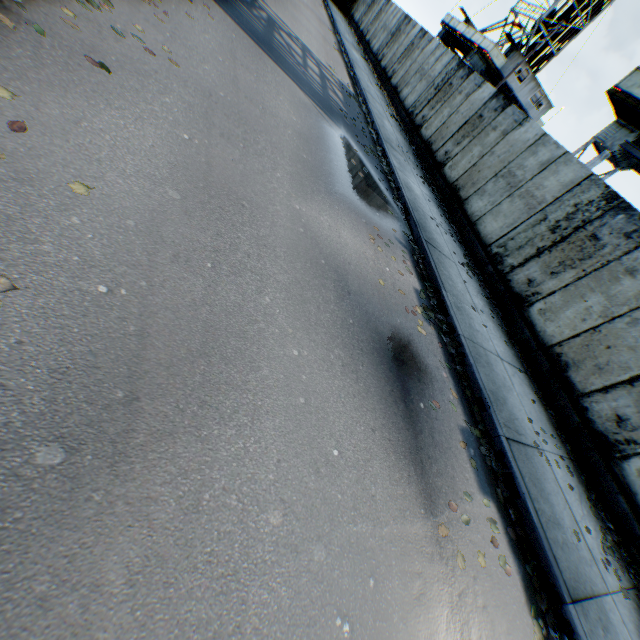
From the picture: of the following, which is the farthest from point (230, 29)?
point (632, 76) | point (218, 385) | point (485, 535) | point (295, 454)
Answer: point (632, 76)

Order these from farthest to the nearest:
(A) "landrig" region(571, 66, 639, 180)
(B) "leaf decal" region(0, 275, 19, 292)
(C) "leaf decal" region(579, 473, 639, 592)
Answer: (A) "landrig" region(571, 66, 639, 180) → (C) "leaf decal" region(579, 473, 639, 592) → (B) "leaf decal" region(0, 275, 19, 292)

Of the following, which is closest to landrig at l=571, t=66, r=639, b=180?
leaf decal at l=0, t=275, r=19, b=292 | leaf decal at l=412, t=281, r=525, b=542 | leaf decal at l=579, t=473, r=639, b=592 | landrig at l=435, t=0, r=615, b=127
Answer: leaf decal at l=579, t=473, r=639, b=592

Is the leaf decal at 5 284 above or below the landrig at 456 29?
below

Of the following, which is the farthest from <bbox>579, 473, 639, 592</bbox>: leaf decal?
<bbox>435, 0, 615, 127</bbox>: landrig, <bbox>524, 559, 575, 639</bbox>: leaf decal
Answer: <bbox>435, 0, 615, 127</bbox>: landrig

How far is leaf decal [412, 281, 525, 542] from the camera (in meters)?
4.27

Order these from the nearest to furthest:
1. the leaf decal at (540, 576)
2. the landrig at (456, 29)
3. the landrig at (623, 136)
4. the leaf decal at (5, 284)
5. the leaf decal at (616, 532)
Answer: the leaf decal at (5, 284)
the leaf decal at (540, 576)
the leaf decal at (616, 532)
the landrig at (623, 136)
the landrig at (456, 29)

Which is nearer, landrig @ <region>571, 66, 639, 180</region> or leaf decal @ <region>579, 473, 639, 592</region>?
leaf decal @ <region>579, 473, 639, 592</region>
